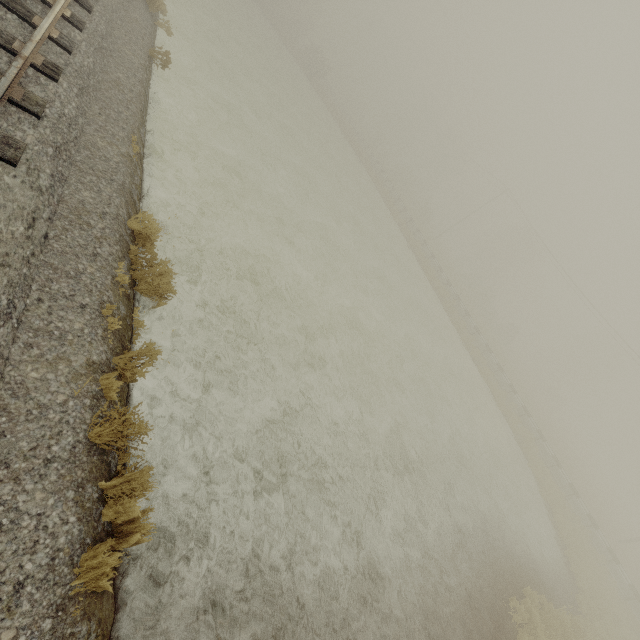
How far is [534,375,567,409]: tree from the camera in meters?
50.3 m

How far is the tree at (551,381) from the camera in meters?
50.3 m

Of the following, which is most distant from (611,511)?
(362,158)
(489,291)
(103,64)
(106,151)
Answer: (103,64)
